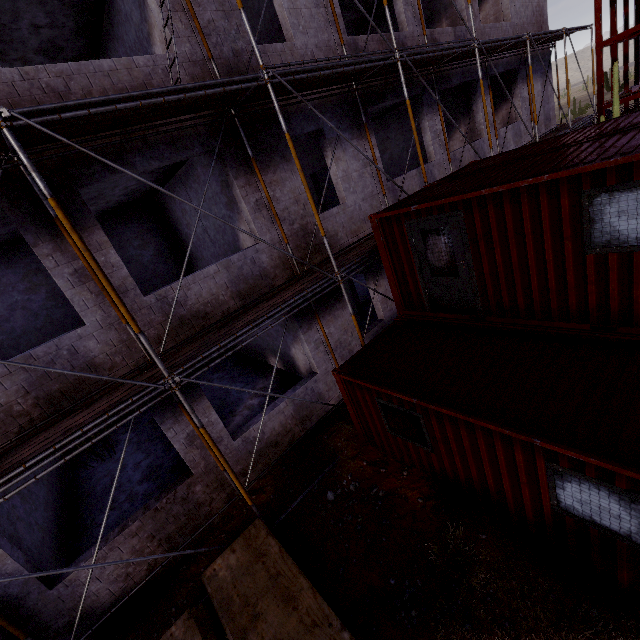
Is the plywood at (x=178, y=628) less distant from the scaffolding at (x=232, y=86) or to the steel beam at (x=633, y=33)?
the scaffolding at (x=232, y=86)

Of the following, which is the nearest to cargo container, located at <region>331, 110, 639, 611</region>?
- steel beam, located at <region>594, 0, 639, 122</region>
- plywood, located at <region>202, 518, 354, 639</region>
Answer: plywood, located at <region>202, 518, 354, 639</region>

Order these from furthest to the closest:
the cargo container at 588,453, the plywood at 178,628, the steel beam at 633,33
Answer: the steel beam at 633,33
the plywood at 178,628
the cargo container at 588,453

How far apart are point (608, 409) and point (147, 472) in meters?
11.2 m

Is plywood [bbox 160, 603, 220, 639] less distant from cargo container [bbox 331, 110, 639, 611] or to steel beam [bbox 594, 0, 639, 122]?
cargo container [bbox 331, 110, 639, 611]

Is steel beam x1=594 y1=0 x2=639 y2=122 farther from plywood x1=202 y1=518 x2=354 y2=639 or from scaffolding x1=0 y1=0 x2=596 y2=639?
plywood x1=202 y1=518 x2=354 y2=639

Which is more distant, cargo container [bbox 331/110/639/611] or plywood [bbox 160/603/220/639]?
plywood [bbox 160/603/220/639]
